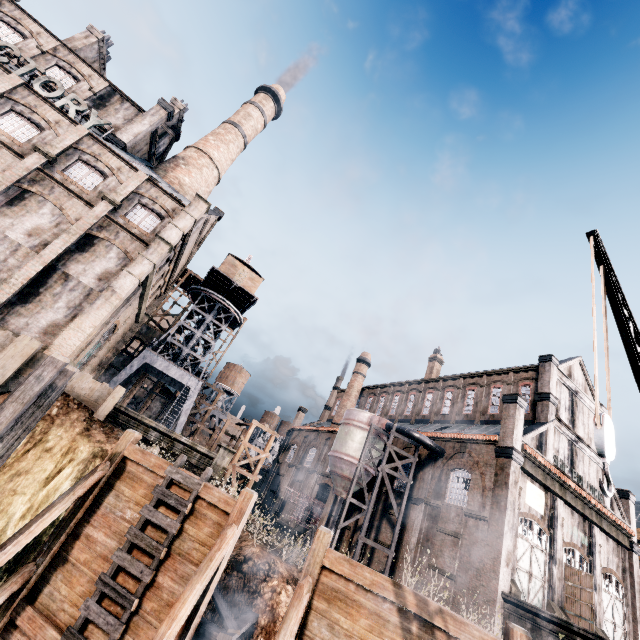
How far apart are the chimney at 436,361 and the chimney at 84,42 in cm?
5274

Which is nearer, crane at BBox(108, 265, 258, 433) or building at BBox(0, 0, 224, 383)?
building at BBox(0, 0, 224, 383)

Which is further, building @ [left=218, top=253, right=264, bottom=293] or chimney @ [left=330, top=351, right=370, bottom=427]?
chimney @ [left=330, top=351, right=370, bottom=427]

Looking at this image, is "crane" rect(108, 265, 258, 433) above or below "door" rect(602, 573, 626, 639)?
above

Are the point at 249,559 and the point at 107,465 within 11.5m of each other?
yes

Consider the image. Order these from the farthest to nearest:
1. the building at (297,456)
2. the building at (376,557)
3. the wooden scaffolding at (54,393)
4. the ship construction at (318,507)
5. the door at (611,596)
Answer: the building at (297,456), the ship construction at (318,507), the building at (376,557), the door at (611,596), the wooden scaffolding at (54,393)

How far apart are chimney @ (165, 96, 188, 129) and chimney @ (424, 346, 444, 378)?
43.47m

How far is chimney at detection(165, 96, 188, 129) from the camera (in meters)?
35.16
